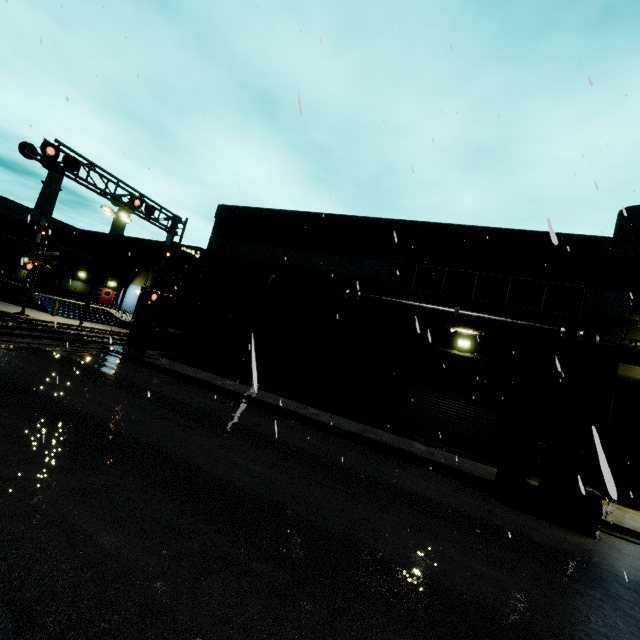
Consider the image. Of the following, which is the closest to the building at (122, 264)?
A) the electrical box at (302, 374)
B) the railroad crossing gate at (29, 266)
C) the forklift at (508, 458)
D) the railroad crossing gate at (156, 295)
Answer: the electrical box at (302, 374)

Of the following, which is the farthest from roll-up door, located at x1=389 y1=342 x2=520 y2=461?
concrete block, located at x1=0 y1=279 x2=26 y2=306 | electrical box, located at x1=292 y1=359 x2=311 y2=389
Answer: concrete block, located at x1=0 y1=279 x2=26 y2=306

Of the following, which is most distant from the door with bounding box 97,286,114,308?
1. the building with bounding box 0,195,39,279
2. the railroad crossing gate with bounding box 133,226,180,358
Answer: the railroad crossing gate with bounding box 133,226,180,358

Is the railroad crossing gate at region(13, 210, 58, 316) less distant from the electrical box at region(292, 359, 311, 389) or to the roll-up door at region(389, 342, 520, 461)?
the electrical box at region(292, 359, 311, 389)

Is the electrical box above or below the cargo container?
below

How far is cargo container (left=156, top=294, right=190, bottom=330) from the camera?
22.5m

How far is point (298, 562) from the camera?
4.79m

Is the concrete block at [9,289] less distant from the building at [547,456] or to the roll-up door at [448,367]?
the building at [547,456]
